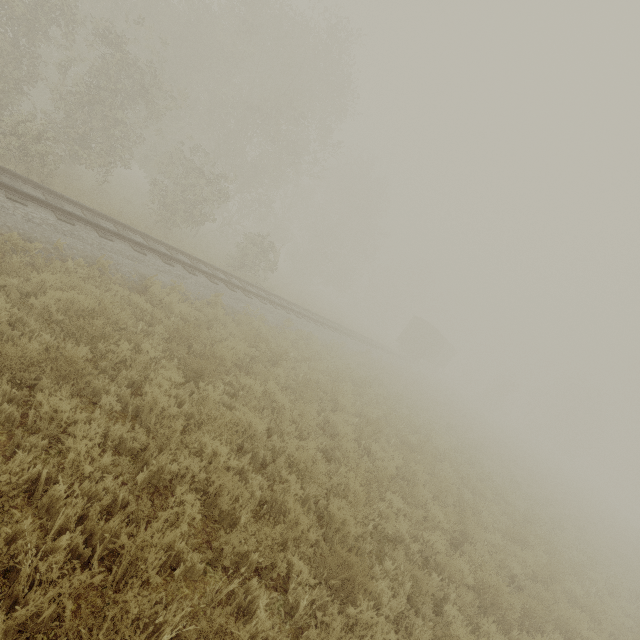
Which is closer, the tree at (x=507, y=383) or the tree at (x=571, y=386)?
the tree at (x=507, y=383)

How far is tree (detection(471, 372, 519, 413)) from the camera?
49.00m

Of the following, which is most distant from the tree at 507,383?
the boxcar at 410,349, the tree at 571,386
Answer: the tree at 571,386

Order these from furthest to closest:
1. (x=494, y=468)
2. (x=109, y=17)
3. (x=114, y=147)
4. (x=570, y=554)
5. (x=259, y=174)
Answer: (x=259, y=174) → (x=109, y=17) → (x=494, y=468) → (x=114, y=147) → (x=570, y=554)

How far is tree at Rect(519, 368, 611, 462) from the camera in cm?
5212

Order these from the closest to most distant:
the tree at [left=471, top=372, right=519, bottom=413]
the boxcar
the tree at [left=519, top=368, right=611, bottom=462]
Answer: the boxcar, the tree at [left=471, top=372, right=519, bottom=413], the tree at [left=519, top=368, right=611, bottom=462]

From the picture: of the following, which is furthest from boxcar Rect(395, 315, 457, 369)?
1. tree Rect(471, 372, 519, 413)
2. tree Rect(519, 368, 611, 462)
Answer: tree Rect(519, 368, 611, 462)
